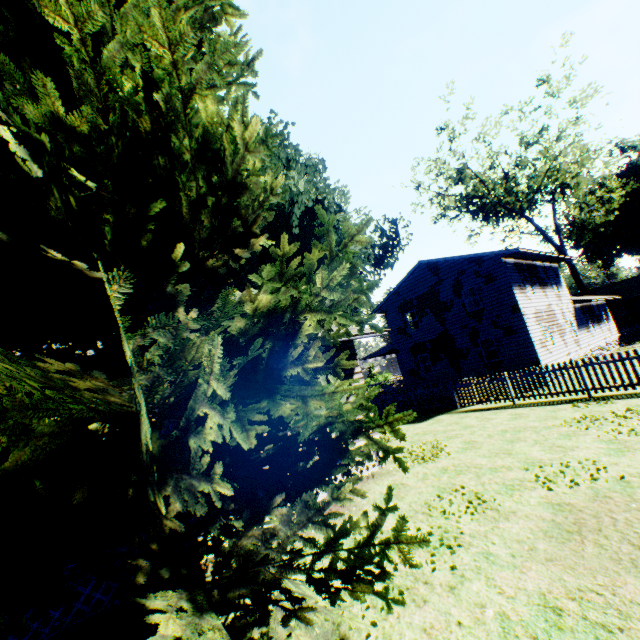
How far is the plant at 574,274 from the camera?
35.6 meters

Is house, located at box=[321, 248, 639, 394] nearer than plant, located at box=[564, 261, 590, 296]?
Yes

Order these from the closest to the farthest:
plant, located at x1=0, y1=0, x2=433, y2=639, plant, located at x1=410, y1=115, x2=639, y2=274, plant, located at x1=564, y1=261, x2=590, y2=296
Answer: plant, located at x1=0, y1=0, x2=433, y2=639 → plant, located at x1=410, y1=115, x2=639, y2=274 → plant, located at x1=564, y1=261, x2=590, y2=296

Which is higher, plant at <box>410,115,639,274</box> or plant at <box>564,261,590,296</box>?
plant at <box>410,115,639,274</box>

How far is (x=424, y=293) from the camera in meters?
24.3 m

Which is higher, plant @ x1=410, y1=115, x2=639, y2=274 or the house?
plant @ x1=410, y1=115, x2=639, y2=274

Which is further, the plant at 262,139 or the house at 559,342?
the house at 559,342

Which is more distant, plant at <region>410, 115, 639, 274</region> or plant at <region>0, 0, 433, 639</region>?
plant at <region>410, 115, 639, 274</region>
